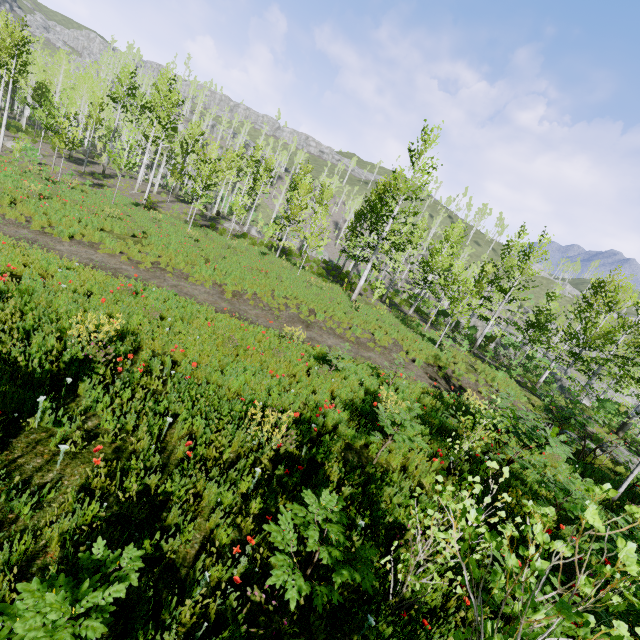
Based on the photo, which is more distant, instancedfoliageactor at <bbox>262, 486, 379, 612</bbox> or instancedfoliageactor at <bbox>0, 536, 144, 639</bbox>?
instancedfoliageactor at <bbox>262, 486, 379, 612</bbox>

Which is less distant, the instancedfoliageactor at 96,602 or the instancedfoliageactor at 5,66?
the instancedfoliageactor at 96,602

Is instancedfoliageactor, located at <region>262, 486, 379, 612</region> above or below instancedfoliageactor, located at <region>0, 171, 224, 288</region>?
above

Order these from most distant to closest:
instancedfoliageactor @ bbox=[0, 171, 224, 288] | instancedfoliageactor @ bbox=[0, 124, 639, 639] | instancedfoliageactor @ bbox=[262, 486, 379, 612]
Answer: instancedfoliageactor @ bbox=[0, 171, 224, 288]
instancedfoliageactor @ bbox=[262, 486, 379, 612]
instancedfoliageactor @ bbox=[0, 124, 639, 639]

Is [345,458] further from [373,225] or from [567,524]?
[373,225]

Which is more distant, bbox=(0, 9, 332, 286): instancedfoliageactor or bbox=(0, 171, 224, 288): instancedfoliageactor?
bbox=(0, 9, 332, 286): instancedfoliageactor

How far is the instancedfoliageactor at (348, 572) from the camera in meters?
2.7
